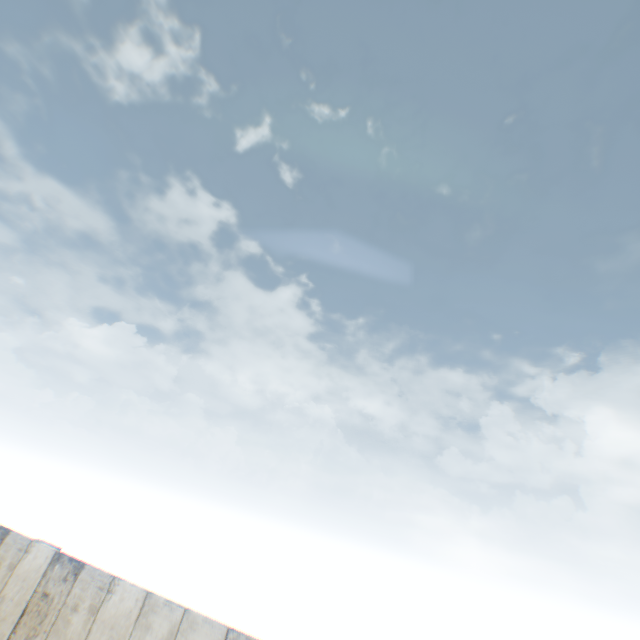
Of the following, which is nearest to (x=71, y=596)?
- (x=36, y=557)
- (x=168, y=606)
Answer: (x=36, y=557)
